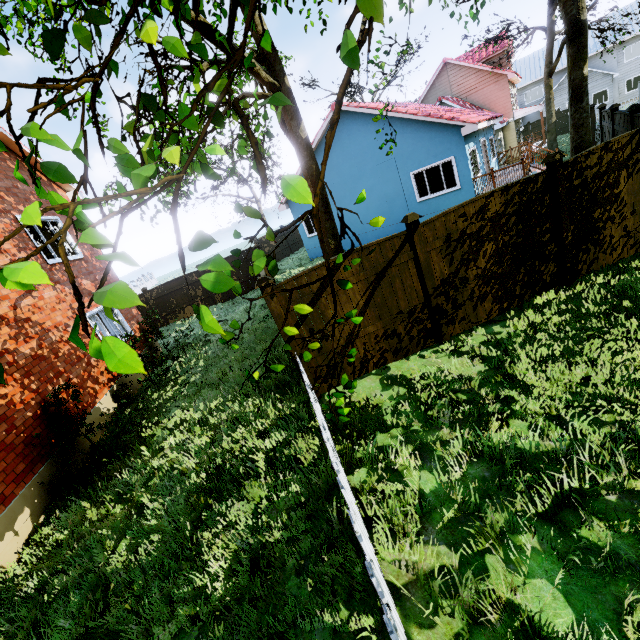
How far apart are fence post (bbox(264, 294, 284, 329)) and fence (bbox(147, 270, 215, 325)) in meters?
13.2 m

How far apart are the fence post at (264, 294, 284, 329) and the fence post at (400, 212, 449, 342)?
2.5m

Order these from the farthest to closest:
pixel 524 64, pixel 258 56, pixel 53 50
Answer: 1. pixel 524 64
2. pixel 258 56
3. pixel 53 50

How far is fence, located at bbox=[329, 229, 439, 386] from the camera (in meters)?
5.71

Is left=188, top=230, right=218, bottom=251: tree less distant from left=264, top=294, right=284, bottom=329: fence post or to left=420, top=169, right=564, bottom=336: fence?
left=420, top=169, right=564, bottom=336: fence

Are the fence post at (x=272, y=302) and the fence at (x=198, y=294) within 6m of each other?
no

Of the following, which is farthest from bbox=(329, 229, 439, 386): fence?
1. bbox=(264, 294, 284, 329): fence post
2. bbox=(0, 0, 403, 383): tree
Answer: bbox=(0, 0, 403, 383): tree

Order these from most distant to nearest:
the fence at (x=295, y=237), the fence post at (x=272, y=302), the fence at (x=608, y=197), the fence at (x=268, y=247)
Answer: the fence at (x=295, y=237)
the fence at (x=268, y=247)
the fence at (x=608, y=197)
the fence post at (x=272, y=302)
